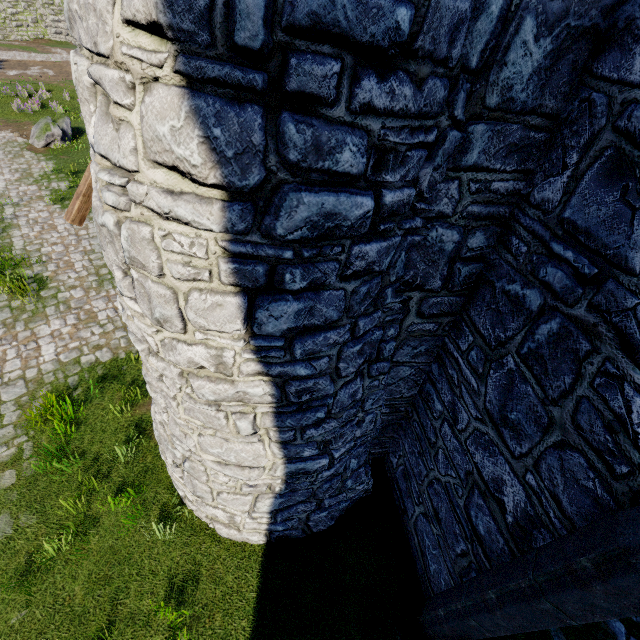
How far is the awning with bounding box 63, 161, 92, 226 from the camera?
3.7m

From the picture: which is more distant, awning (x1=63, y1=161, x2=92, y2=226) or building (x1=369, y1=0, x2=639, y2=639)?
awning (x1=63, y1=161, x2=92, y2=226)

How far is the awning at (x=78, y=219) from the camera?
3.7m

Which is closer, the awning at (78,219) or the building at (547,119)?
the building at (547,119)

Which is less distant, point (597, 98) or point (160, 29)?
point (160, 29)
